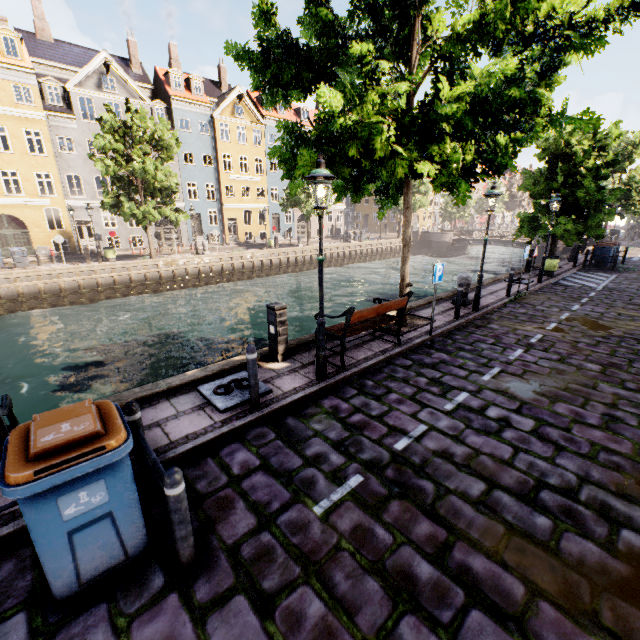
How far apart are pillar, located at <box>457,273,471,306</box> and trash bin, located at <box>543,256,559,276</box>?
8.3 meters

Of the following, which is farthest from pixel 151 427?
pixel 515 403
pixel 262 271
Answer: pixel 262 271

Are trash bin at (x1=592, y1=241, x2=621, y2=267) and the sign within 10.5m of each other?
no

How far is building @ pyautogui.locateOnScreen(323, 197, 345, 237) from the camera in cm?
4684

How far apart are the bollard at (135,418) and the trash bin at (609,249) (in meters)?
25.26

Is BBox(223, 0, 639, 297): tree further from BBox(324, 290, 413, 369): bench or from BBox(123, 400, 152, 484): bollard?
BBox(123, 400, 152, 484): bollard

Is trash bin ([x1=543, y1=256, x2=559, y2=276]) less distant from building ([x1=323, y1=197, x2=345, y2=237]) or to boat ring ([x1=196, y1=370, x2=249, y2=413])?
boat ring ([x1=196, y1=370, x2=249, y2=413])

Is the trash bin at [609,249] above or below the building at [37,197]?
below
